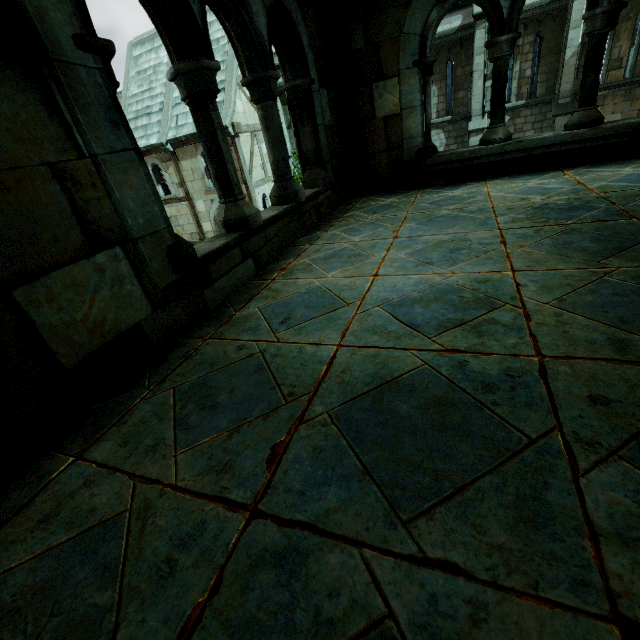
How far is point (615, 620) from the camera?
0.64m
